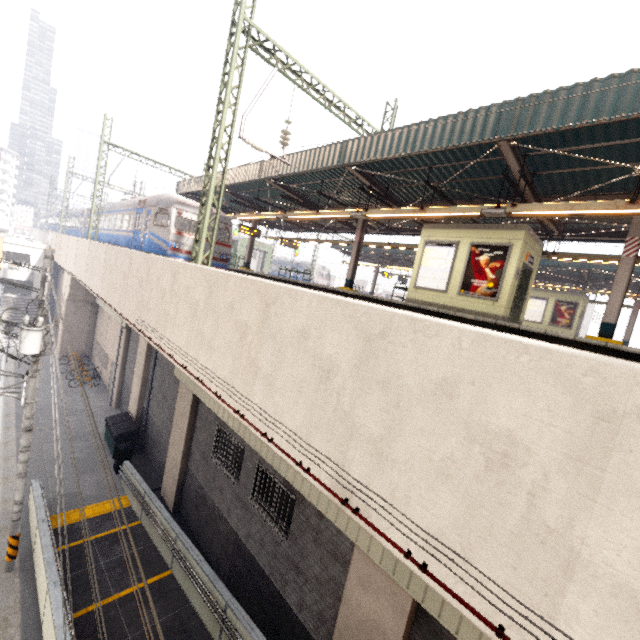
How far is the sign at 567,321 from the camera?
20.5 meters

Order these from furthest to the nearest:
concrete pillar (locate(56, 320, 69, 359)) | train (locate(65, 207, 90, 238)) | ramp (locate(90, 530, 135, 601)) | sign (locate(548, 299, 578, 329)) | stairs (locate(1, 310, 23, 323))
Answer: stairs (locate(1, 310, 23, 323)) → train (locate(65, 207, 90, 238)) → concrete pillar (locate(56, 320, 69, 359)) → sign (locate(548, 299, 578, 329)) → ramp (locate(90, 530, 135, 601))

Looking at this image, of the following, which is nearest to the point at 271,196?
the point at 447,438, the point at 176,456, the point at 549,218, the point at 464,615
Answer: the point at 549,218

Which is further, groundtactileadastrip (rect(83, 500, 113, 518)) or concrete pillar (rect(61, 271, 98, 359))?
concrete pillar (rect(61, 271, 98, 359))

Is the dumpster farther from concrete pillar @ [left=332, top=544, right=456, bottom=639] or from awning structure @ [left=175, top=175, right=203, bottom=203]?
concrete pillar @ [left=332, top=544, right=456, bottom=639]

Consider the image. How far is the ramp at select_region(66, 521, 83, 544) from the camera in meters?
10.7

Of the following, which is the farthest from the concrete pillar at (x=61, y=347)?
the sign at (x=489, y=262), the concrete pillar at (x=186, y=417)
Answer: the sign at (x=489, y=262)

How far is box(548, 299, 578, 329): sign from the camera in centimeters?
2053cm
